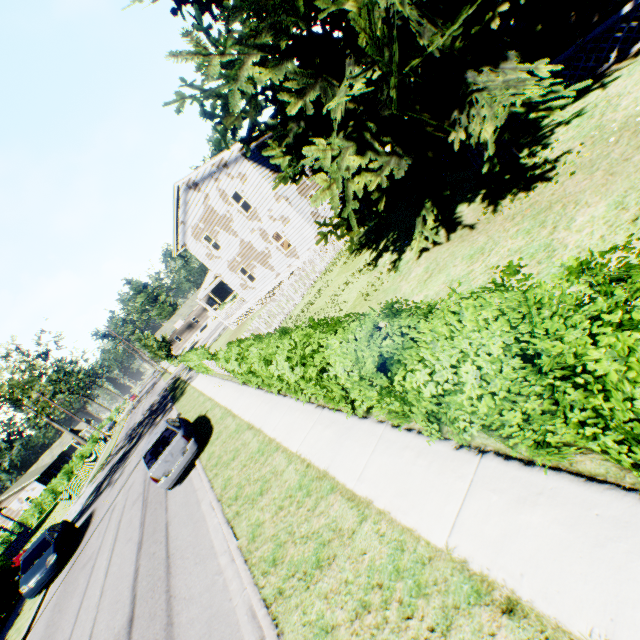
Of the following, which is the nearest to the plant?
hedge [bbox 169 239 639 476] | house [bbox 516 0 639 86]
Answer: house [bbox 516 0 639 86]

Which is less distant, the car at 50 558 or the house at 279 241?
the car at 50 558

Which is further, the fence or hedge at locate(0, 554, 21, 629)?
the fence

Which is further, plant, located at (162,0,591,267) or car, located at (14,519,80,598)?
car, located at (14,519,80,598)

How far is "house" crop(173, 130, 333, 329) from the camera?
19.6 meters

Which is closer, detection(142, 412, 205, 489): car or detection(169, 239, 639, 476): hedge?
detection(169, 239, 639, 476): hedge

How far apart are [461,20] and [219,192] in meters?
18.3

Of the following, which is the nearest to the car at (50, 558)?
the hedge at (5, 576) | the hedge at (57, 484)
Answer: the hedge at (5, 576)
